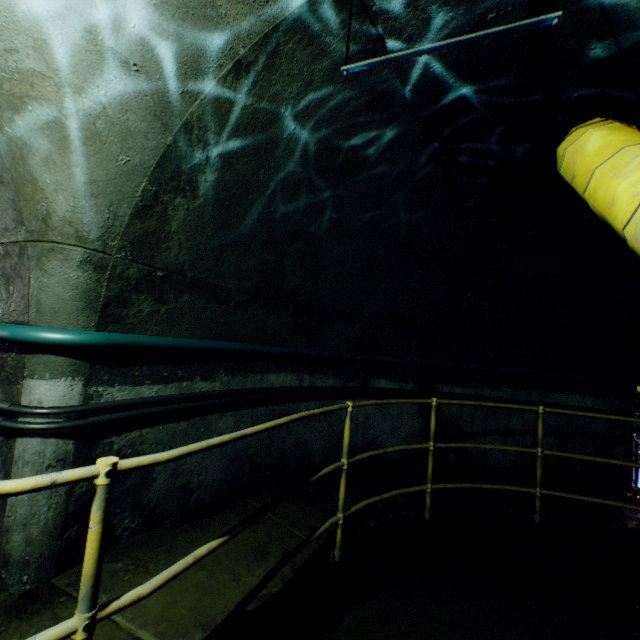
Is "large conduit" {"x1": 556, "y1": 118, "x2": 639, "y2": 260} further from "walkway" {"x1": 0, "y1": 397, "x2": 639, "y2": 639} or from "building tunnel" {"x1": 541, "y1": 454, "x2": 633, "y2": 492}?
"walkway" {"x1": 0, "y1": 397, "x2": 639, "y2": 639}

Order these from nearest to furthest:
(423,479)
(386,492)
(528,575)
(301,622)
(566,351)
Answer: (301,622)
(386,492)
(528,575)
(423,479)
(566,351)

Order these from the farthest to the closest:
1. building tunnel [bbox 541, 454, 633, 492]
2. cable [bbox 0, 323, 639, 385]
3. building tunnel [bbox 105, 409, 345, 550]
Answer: building tunnel [bbox 541, 454, 633, 492], building tunnel [bbox 105, 409, 345, 550], cable [bbox 0, 323, 639, 385]

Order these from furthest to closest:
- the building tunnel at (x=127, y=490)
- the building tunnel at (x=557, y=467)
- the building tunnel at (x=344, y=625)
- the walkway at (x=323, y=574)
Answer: the building tunnel at (x=557, y=467) → the building tunnel at (x=344, y=625) → the building tunnel at (x=127, y=490) → the walkway at (x=323, y=574)

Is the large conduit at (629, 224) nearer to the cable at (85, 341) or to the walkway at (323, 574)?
the walkway at (323, 574)

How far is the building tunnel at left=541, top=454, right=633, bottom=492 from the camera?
4.7 meters

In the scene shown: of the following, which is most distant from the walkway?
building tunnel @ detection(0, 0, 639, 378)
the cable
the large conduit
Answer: the cable
